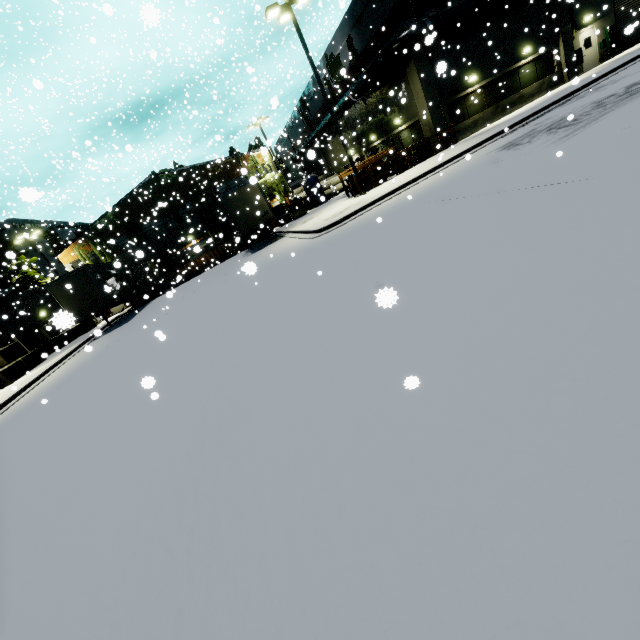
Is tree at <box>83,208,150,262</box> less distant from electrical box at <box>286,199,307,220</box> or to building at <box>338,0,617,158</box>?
building at <box>338,0,617,158</box>

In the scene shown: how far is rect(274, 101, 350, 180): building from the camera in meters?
31.8

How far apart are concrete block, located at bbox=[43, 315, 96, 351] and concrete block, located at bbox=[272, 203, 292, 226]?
9.22m

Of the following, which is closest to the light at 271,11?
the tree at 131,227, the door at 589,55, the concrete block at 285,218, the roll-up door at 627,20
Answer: the concrete block at 285,218

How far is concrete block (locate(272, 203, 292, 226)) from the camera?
29.3m

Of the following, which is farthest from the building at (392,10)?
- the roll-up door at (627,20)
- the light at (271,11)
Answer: the light at (271,11)

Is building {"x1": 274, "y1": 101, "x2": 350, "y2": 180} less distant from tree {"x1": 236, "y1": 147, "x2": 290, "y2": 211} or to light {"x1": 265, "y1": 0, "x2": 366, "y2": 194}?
tree {"x1": 236, "y1": 147, "x2": 290, "y2": 211}

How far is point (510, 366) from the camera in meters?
2.7 m
